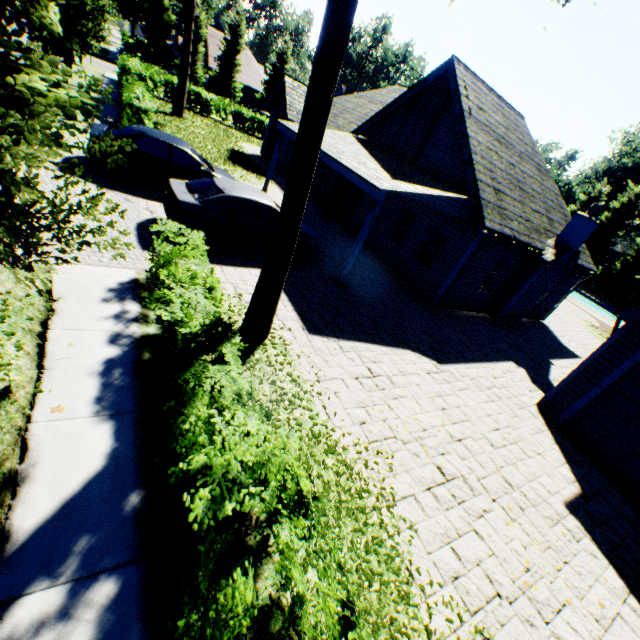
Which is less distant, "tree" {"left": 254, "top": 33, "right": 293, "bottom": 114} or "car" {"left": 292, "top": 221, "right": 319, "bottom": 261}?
"car" {"left": 292, "top": 221, "right": 319, "bottom": 261}

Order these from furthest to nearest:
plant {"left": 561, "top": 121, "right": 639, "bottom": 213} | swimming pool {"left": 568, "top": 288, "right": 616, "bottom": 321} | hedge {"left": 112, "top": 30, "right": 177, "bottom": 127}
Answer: plant {"left": 561, "top": 121, "right": 639, "bottom": 213}
swimming pool {"left": 568, "top": 288, "right": 616, "bottom": 321}
hedge {"left": 112, "top": 30, "right": 177, "bottom": 127}

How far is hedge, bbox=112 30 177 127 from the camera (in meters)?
13.26

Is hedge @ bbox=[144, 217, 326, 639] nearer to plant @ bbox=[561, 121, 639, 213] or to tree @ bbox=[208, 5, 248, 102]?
tree @ bbox=[208, 5, 248, 102]

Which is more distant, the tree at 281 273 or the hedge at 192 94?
→ the hedge at 192 94

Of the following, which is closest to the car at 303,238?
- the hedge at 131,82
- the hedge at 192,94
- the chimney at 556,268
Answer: the chimney at 556,268

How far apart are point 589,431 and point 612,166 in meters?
65.5 m

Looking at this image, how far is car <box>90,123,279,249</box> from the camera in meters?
8.5
